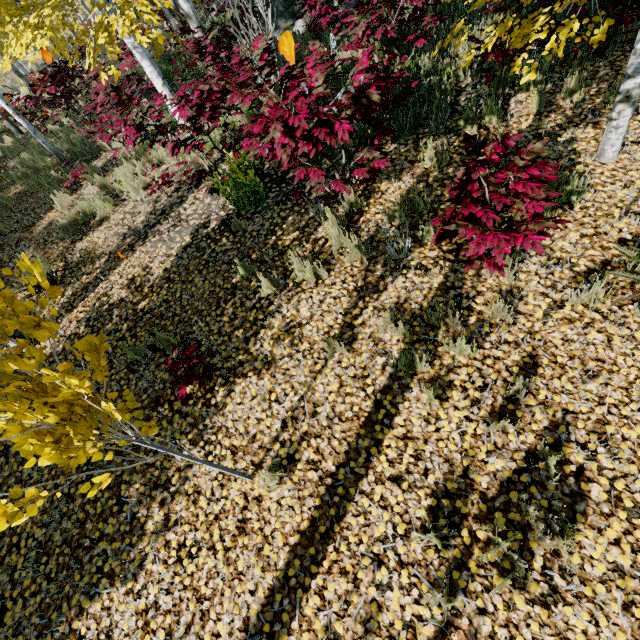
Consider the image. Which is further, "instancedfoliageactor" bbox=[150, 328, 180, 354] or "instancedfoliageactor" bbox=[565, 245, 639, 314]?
"instancedfoliageactor" bbox=[150, 328, 180, 354]

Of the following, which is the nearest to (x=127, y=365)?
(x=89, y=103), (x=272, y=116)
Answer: (x=272, y=116)

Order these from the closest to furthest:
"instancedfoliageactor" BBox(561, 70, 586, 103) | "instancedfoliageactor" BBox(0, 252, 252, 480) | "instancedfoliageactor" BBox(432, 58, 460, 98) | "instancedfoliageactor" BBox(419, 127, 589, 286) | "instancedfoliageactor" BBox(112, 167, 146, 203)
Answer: "instancedfoliageactor" BBox(0, 252, 252, 480) < "instancedfoliageactor" BBox(419, 127, 589, 286) < "instancedfoliageactor" BBox(561, 70, 586, 103) < "instancedfoliageactor" BBox(432, 58, 460, 98) < "instancedfoliageactor" BBox(112, 167, 146, 203)

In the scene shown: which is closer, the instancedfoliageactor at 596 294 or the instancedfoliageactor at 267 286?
the instancedfoliageactor at 596 294

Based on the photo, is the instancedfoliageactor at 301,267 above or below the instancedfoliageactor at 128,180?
below

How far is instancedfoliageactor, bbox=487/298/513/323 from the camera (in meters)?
3.04

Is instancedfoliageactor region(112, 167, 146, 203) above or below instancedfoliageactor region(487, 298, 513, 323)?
above
